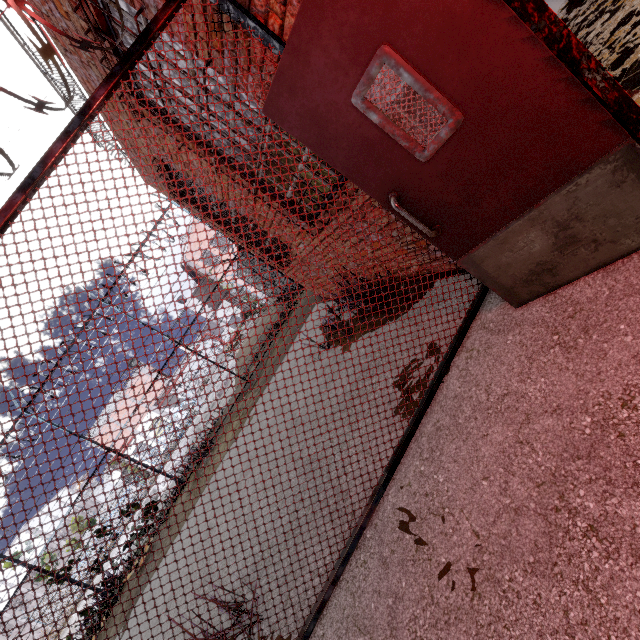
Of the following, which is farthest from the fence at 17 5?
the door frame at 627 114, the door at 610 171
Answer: the door frame at 627 114

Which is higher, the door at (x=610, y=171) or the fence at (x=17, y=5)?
the fence at (x=17, y=5)

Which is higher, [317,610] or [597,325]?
[317,610]

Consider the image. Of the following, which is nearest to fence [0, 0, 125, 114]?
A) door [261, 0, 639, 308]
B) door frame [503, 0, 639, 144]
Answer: door [261, 0, 639, 308]

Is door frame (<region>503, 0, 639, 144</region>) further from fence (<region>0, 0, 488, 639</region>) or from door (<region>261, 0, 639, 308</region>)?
fence (<region>0, 0, 488, 639</region>)
